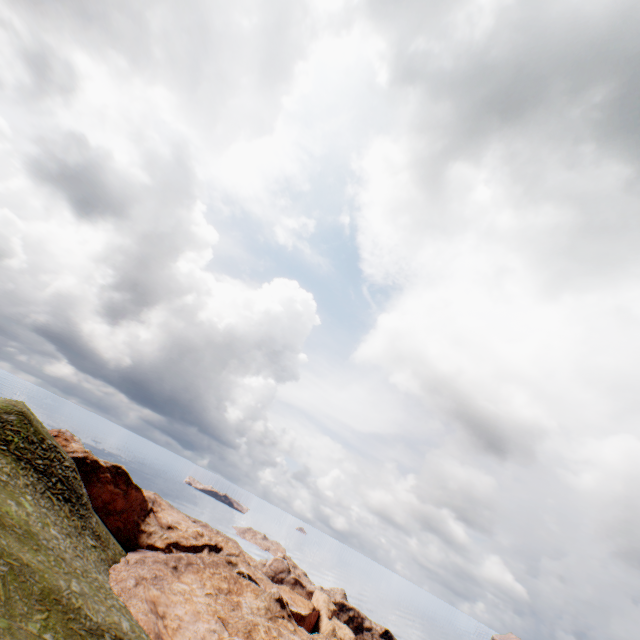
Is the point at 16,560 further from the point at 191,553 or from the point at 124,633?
the point at 191,553
